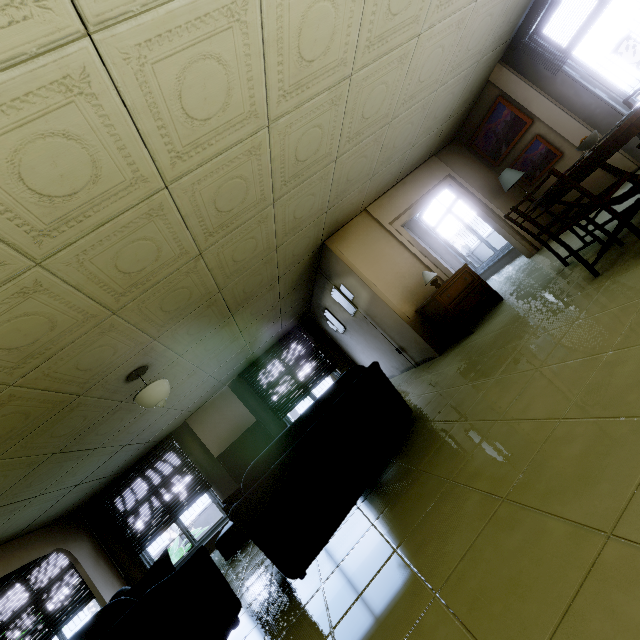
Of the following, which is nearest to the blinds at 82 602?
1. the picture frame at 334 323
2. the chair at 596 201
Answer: the picture frame at 334 323

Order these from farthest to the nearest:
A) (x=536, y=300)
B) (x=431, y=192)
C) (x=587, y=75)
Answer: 1. (x=431, y=192)
2. (x=587, y=75)
3. (x=536, y=300)

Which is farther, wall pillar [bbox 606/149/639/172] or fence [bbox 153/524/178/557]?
fence [bbox 153/524/178/557]

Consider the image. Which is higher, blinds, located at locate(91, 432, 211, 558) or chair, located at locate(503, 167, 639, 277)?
blinds, located at locate(91, 432, 211, 558)

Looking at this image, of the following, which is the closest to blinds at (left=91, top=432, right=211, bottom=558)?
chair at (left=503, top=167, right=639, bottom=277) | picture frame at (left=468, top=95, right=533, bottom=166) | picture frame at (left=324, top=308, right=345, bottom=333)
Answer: picture frame at (left=324, top=308, right=345, bottom=333)

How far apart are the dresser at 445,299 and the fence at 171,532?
11.8 meters

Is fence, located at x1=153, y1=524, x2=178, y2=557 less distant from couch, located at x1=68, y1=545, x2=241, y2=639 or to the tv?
the tv

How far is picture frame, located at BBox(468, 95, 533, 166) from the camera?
5.6 meters
